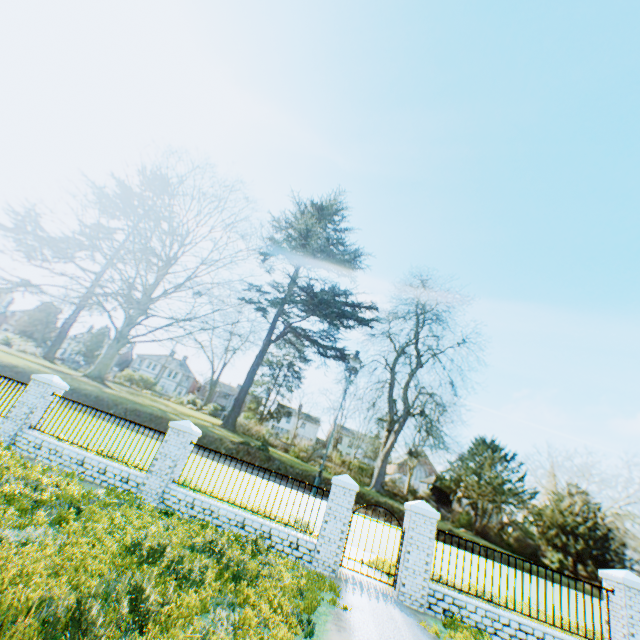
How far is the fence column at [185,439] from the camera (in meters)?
9.79

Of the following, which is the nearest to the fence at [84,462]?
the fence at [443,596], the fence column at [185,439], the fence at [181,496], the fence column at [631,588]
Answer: the fence column at [185,439]

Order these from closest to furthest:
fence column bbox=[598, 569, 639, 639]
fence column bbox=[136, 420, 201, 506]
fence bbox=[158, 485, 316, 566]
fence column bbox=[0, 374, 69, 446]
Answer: fence column bbox=[598, 569, 639, 639], fence bbox=[158, 485, 316, 566], fence column bbox=[136, 420, 201, 506], fence column bbox=[0, 374, 69, 446]

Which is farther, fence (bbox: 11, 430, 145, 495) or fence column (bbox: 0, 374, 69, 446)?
fence column (bbox: 0, 374, 69, 446)

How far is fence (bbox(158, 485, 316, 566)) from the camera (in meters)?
9.09

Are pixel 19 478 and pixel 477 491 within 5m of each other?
no

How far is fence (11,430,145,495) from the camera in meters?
10.0

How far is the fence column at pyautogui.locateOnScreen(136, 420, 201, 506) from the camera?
9.8m
